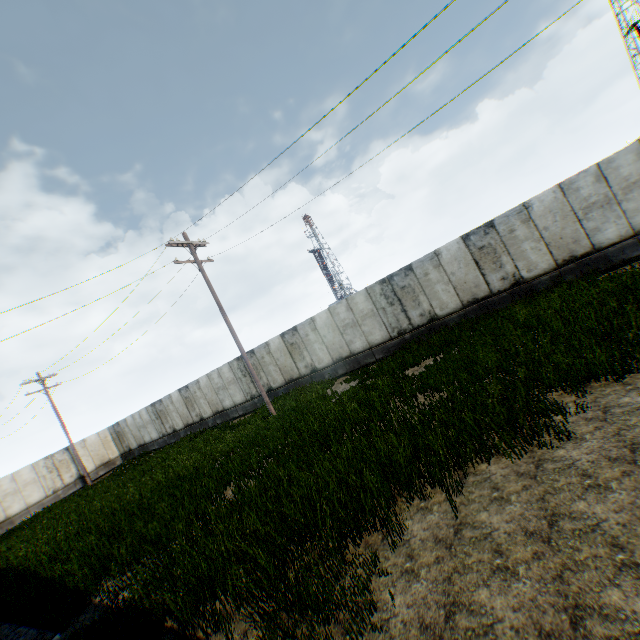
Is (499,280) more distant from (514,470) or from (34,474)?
(34,474)
